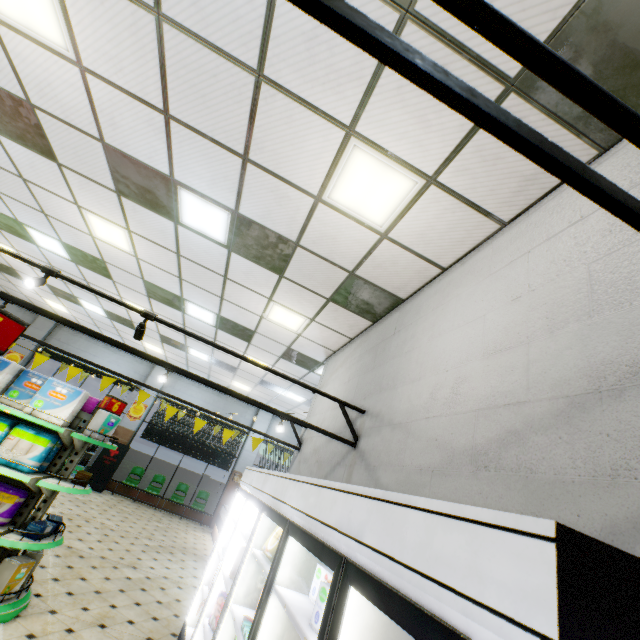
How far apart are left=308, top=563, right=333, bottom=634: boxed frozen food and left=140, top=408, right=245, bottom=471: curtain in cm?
1318

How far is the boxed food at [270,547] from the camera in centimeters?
275cm

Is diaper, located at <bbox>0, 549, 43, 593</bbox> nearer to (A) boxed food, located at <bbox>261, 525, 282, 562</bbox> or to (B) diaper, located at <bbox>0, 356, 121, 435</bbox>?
(B) diaper, located at <bbox>0, 356, 121, 435</bbox>

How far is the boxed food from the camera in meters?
2.8 m

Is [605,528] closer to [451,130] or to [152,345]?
[451,130]

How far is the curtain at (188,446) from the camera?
13.5 meters

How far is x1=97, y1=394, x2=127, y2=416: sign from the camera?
4.68m

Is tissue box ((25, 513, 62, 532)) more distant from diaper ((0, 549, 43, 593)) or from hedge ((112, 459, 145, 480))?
hedge ((112, 459, 145, 480))
